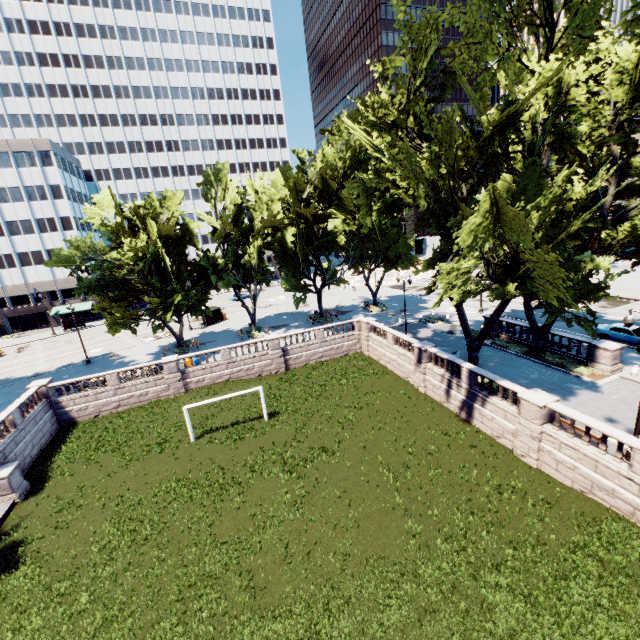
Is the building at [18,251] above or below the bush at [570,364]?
above

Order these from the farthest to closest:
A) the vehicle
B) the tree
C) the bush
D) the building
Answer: the building < the vehicle < the bush < the tree

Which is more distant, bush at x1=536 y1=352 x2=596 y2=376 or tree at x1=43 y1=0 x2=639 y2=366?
bush at x1=536 y1=352 x2=596 y2=376

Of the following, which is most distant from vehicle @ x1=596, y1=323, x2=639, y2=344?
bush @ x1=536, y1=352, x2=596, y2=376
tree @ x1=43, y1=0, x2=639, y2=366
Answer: bush @ x1=536, y1=352, x2=596, y2=376

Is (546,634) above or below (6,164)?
below

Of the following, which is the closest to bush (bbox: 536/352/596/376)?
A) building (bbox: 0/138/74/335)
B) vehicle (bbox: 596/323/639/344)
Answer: vehicle (bbox: 596/323/639/344)

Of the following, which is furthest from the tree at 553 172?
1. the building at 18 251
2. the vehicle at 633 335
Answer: the vehicle at 633 335

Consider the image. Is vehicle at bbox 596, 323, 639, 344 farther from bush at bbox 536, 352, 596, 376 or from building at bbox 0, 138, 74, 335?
building at bbox 0, 138, 74, 335
